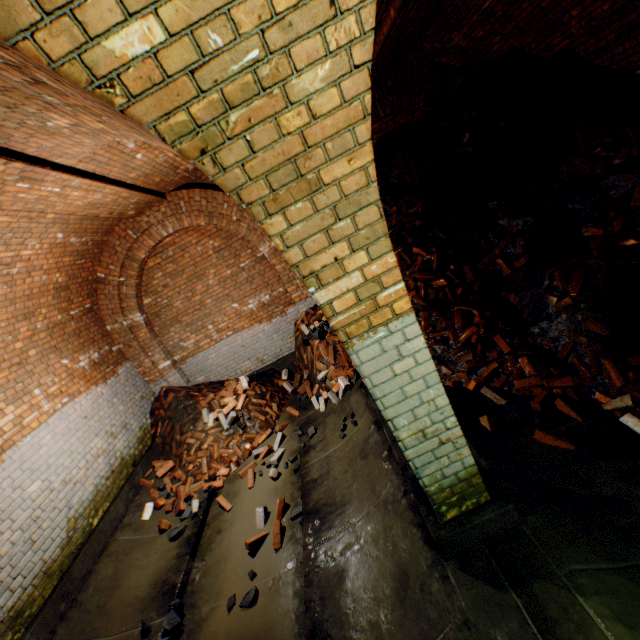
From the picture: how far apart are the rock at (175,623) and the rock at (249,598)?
0.7m

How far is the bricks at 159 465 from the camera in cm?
584

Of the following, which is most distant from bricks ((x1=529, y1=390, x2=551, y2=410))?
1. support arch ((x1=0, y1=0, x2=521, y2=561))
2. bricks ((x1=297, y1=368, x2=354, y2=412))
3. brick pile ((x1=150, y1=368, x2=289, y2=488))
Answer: brick pile ((x1=150, y1=368, x2=289, y2=488))

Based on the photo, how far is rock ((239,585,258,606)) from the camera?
3.3m

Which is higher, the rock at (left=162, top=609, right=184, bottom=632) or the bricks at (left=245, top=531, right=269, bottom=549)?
the rock at (left=162, top=609, right=184, bottom=632)

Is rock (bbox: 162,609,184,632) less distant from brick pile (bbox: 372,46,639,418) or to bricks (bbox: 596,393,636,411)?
brick pile (bbox: 372,46,639,418)

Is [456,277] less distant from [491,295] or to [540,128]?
[491,295]

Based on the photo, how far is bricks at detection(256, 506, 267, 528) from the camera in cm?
419
